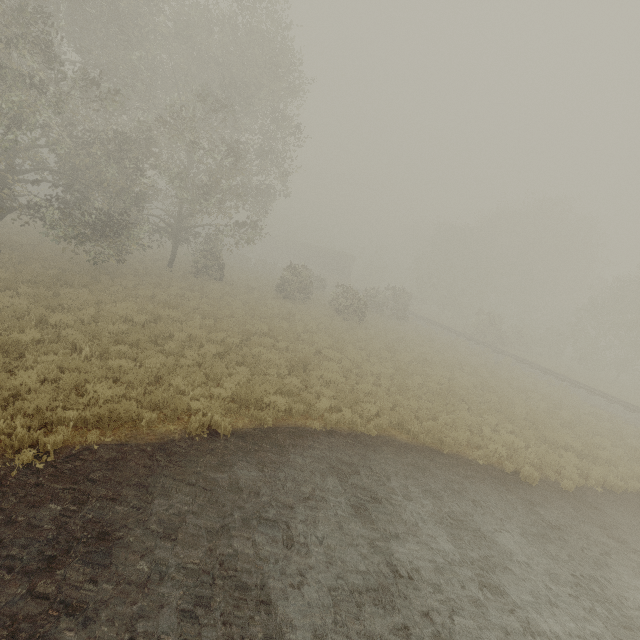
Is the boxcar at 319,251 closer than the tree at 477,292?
No

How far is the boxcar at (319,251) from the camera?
51.8m

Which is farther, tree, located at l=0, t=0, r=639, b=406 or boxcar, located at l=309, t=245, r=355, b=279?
boxcar, located at l=309, t=245, r=355, b=279

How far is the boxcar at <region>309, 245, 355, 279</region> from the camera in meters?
51.8 m

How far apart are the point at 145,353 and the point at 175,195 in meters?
19.8
